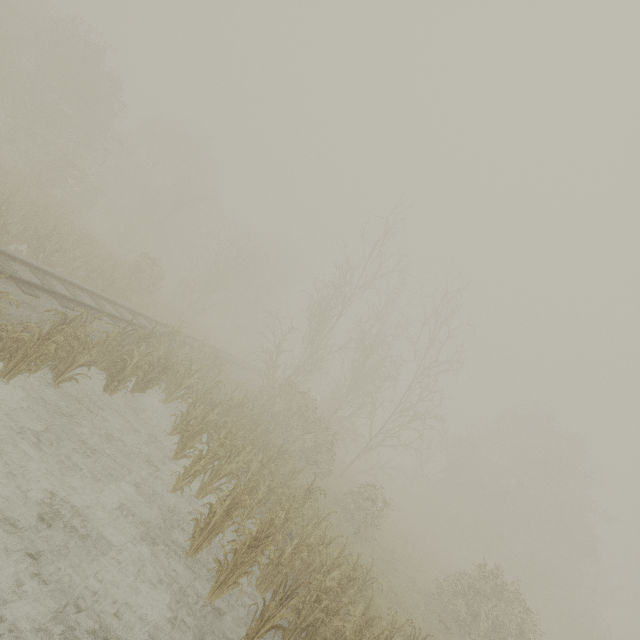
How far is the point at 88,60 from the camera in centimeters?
2277cm
